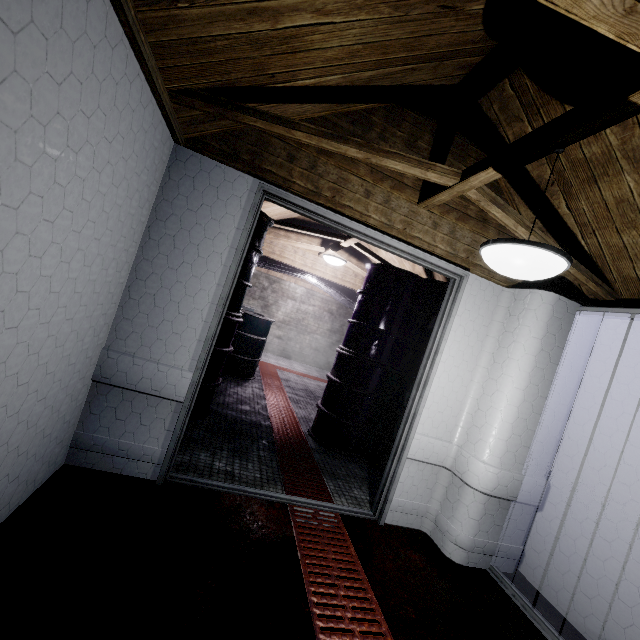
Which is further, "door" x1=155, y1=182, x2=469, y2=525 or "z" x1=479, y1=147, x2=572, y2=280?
"door" x1=155, y1=182, x2=469, y2=525

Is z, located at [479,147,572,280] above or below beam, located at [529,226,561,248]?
below

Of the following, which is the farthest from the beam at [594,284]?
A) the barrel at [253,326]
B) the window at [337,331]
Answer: the window at [337,331]

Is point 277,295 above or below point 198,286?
above

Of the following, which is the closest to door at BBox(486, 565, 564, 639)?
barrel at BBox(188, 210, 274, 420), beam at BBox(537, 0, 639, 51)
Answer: beam at BBox(537, 0, 639, 51)

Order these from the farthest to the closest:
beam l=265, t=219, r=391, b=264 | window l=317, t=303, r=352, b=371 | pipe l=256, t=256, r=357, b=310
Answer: window l=317, t=303, r=352, b=371 < pipe l=256, t=256, r=357, b=310 < beam l=265, t=219, r=391, b=264

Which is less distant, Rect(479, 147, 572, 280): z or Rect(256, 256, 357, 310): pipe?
Rect(479, 147, 572, 280): z

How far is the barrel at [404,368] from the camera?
3.36m
